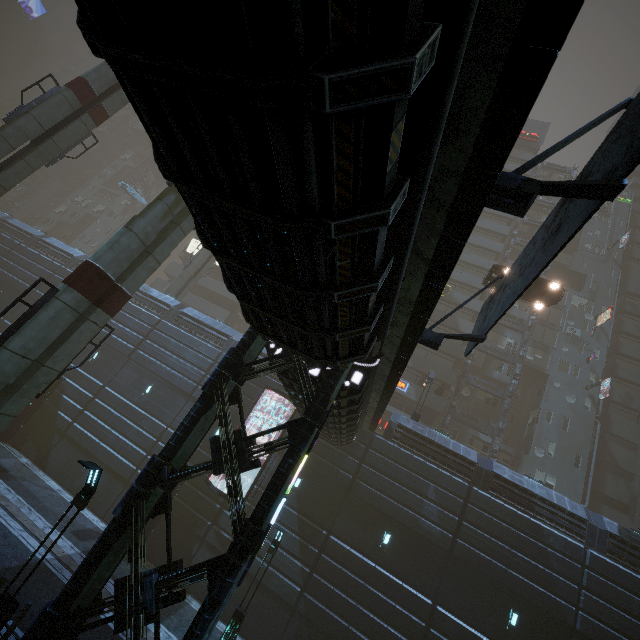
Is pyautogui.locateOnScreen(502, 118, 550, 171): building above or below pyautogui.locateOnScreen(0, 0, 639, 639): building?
above

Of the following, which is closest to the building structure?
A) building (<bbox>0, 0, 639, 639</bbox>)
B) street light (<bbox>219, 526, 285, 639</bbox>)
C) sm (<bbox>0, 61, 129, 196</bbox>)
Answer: building (<bbox>0, 0, 639, 639</bbox>)

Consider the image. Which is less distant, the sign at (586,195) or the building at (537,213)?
the sign at (586,195)

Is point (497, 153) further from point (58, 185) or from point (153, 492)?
point (58, 185)

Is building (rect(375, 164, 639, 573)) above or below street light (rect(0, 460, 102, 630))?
above

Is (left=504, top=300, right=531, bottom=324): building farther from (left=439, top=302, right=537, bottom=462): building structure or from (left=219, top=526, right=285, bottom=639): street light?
(left=219, top=526, right=285, bottom=639): street light

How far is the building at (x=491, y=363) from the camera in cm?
3372

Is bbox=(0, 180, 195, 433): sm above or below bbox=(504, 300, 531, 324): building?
below
